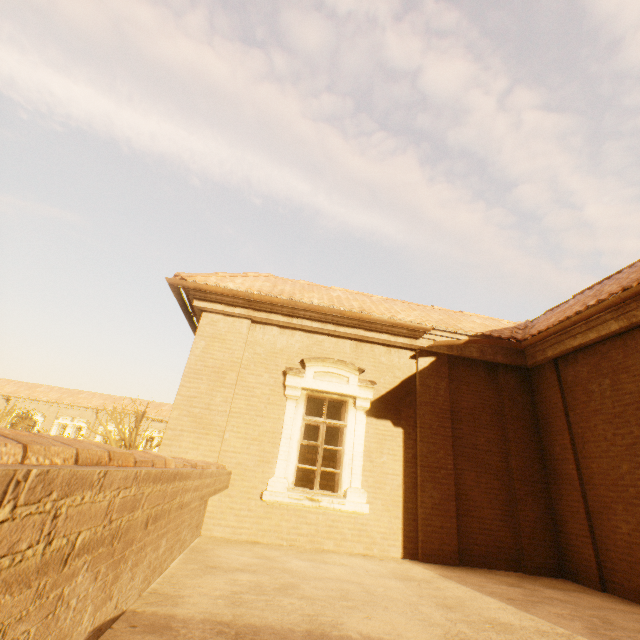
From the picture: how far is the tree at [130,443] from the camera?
21.4 meters

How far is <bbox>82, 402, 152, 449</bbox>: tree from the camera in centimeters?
2137cm

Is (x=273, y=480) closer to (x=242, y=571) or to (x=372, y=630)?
(x=242, y=571)
